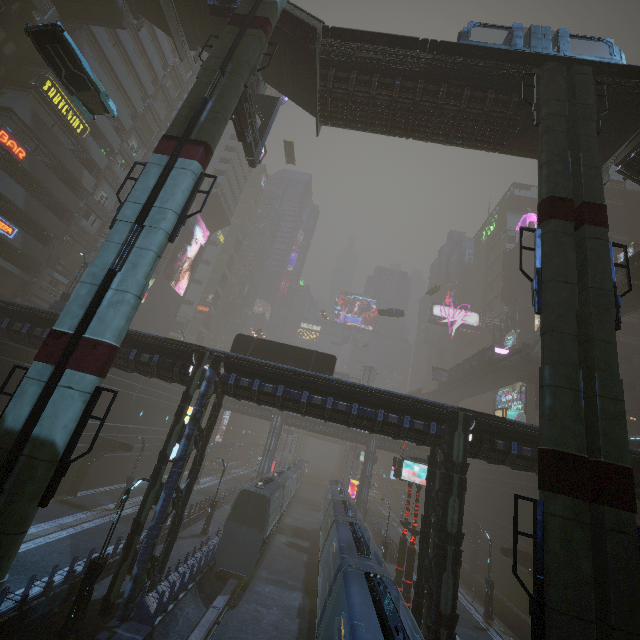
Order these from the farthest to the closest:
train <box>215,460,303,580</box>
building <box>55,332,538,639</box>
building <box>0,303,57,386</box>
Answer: train <box>215,460,303,580</box> < building <box>0,303,57,386</box> < building <box>55,332,538,639</box>

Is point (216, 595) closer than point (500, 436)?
No

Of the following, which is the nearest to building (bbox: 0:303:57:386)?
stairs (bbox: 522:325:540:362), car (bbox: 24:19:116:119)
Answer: stairs (bbox: 522:325:540:362)

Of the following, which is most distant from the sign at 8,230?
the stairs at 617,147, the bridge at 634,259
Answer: the bridge at 634,259

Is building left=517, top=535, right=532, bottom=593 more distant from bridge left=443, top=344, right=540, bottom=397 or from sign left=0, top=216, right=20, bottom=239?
bridge left=443, top=344, right=540, bottom=397

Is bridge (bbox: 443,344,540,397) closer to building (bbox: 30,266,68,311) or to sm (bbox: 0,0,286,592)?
building (bbox: 30,266,68,311)

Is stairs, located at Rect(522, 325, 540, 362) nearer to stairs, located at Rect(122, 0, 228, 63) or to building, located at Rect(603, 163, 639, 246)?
building, located at Rect(603, 163, 639, 246)

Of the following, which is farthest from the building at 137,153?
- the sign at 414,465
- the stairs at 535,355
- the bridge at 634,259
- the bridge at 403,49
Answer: the stairs at 535,355
